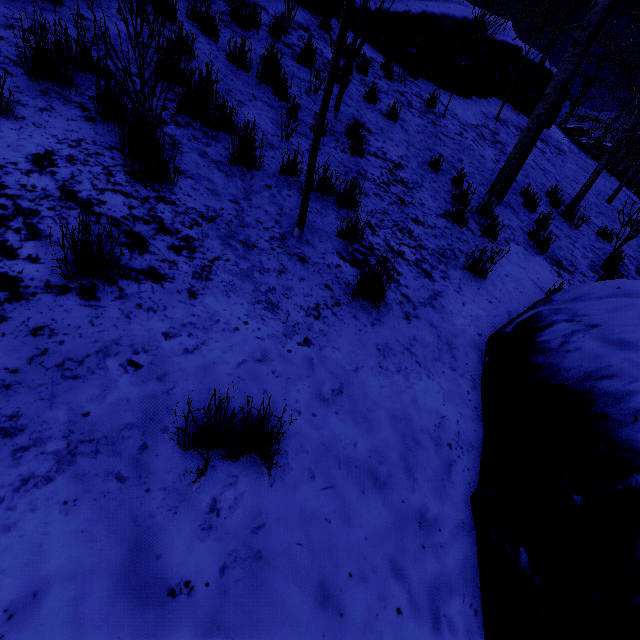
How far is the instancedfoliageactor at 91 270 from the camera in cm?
163

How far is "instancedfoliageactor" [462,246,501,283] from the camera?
4.06m

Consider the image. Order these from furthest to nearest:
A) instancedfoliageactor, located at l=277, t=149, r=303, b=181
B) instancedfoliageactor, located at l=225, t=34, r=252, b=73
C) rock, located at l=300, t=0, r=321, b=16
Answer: rock, located at l=300, t=0, r=321, b=16 < instancedfoliageactor, located at l=225, t=34, r=252, b=73 < instancedfoliageactor, located at l=277, t=149, r=303, b=181

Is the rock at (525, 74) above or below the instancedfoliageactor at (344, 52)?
above

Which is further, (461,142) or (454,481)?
(461,142)

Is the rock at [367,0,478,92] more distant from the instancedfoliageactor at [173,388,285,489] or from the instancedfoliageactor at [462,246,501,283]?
the instancedfoliageactor at [173,388,285,489]

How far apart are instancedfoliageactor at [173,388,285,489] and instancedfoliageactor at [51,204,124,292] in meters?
1.8 m

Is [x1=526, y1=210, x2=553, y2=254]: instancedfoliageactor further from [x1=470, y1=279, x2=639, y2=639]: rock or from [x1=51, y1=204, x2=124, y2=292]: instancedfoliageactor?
[x1=470, y1=279, x2=639, y2=639]: rock
